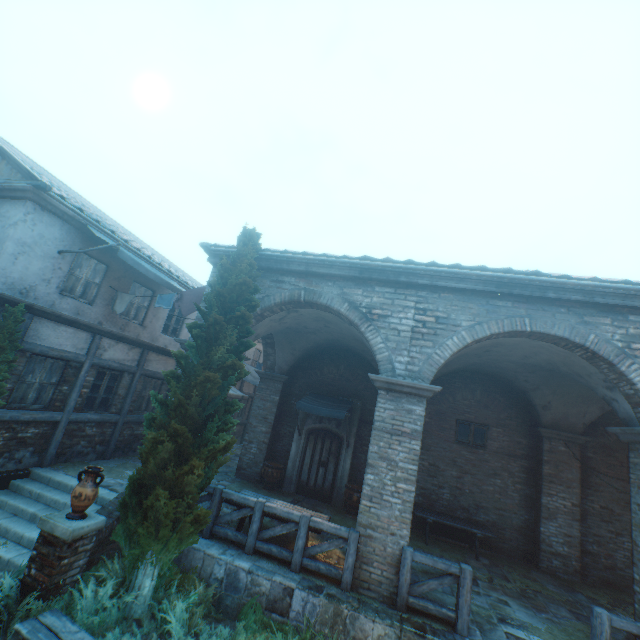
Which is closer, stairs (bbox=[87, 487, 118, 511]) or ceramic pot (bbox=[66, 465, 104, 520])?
→ ceramic pot (bbox=[66, 465, 104, 520])

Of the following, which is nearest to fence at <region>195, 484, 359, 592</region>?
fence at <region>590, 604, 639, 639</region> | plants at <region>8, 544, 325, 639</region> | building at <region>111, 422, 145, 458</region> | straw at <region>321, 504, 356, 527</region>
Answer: straw at <region>321, 504, 356, 527</region>

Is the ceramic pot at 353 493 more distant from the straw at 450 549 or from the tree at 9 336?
the tree at 9 336

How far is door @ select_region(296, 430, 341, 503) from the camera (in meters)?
11.43

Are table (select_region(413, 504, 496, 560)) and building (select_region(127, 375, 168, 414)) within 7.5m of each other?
no

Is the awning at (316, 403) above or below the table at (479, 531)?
above

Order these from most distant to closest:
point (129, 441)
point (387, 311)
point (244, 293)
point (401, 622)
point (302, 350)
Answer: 1. point (302, 350)
2. point (129, 441)
3. point (387, 311)
4. point (244, 293)
5. point (401, 622)

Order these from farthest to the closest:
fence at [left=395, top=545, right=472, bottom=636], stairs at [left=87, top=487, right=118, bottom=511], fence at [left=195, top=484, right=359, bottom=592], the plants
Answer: stairs at [left=87, top=487, right=118, bottom=511] → fence at [left=195, top=484, right=359, bottom=592] → fence at [left=395, top=545, right=472, bottom=636] → the plants
